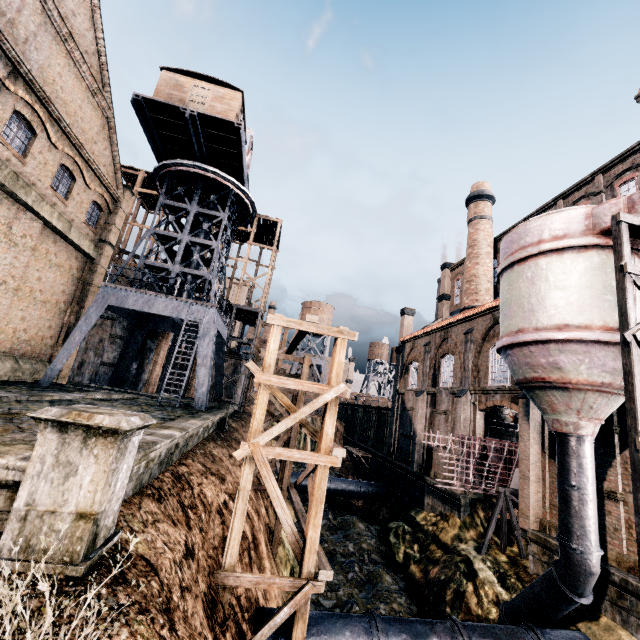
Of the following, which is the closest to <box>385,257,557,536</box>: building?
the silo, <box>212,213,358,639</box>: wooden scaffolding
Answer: the silo

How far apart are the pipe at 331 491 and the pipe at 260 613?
18.4 meters

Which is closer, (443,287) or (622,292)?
(622,292)

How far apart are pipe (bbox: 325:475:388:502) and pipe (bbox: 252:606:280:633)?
18.4m

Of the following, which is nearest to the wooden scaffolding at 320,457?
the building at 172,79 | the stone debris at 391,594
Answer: the stone debris at 391,594

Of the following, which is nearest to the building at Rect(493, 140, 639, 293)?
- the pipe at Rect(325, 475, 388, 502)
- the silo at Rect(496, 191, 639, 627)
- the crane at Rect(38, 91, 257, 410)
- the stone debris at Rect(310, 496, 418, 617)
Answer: the silo at Rect(496, 191, 639, 627)

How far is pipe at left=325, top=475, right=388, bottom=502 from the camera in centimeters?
2961cm

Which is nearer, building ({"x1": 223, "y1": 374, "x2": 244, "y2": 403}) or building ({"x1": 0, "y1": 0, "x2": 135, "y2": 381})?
building ({"x1": 0, "y1": 0, "x2": 135, "y2": 381})
